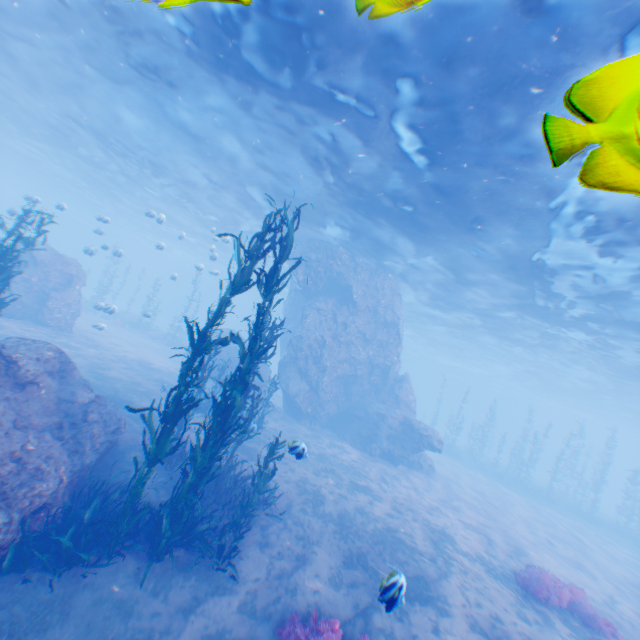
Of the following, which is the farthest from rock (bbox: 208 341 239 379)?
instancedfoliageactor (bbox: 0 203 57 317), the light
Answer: instancedfoliageactor (bbox: 0 203 57 317)

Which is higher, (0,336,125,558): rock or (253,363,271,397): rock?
(253,363,271,397): rock

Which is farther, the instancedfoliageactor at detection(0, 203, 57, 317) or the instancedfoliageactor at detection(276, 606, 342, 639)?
the instancedfoliageactor at detection(0, 203, 57, 317)

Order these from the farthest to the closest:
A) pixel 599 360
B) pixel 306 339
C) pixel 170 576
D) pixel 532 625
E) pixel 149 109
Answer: pixel 599 360 < pixel 306 339 < pixel 149 109 < pixel 532 625 < pixel 170 576

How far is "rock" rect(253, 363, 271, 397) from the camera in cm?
2102

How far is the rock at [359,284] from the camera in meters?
20.7

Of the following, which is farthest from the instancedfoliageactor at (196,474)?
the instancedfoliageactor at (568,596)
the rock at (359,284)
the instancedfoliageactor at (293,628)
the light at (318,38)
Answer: the instancedfoliageactor at (568,596)
